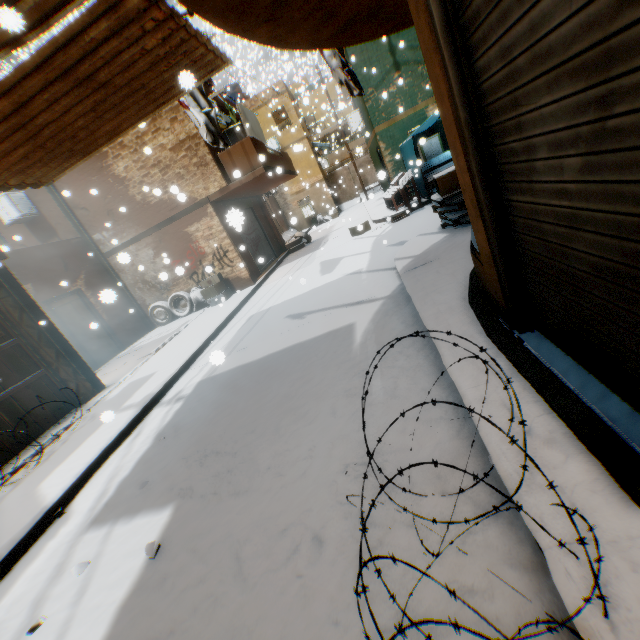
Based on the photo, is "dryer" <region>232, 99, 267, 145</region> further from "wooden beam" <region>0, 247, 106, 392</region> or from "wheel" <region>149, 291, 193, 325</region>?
"wheel" <region>149, 291, 193, 325</region>

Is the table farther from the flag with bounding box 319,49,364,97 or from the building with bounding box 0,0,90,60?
the flag with bounding box 319,49,364,97

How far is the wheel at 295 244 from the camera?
17.1m

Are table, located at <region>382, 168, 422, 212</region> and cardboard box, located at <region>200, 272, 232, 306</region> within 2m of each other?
no

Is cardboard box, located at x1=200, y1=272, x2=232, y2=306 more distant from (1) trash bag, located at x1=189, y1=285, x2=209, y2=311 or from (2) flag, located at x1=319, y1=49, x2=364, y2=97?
(2) flag, located at x1=319, y1=49, x2=364, y2=97

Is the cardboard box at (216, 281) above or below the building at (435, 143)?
below

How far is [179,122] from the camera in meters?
10.0 m

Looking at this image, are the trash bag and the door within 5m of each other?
yes
